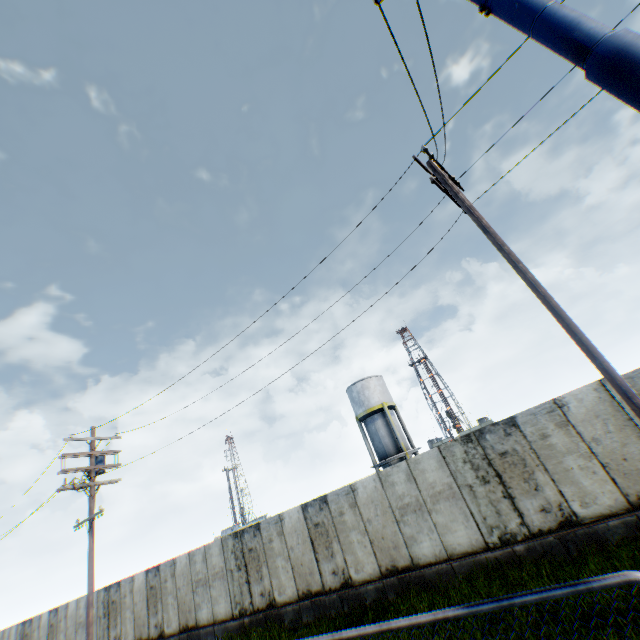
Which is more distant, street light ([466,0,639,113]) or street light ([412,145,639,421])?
street light ([412,145,639,421])

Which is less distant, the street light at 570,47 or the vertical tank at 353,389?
the street light at 570,47

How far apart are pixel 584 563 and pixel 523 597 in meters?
8.3 m

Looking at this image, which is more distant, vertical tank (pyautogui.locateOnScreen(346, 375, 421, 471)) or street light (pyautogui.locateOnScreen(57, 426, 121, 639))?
vertical tank (pyautogui.locateOnScreen(346, 375, 421, 471))

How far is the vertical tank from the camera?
28.95m

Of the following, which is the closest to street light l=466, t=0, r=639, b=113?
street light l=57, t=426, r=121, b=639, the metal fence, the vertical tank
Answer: the metal fence

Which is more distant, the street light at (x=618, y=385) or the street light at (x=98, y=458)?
the street light at (x=98, y=458)

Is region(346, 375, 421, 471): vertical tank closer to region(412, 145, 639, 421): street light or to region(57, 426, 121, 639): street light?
region(57, 426, 121, 639): street light
